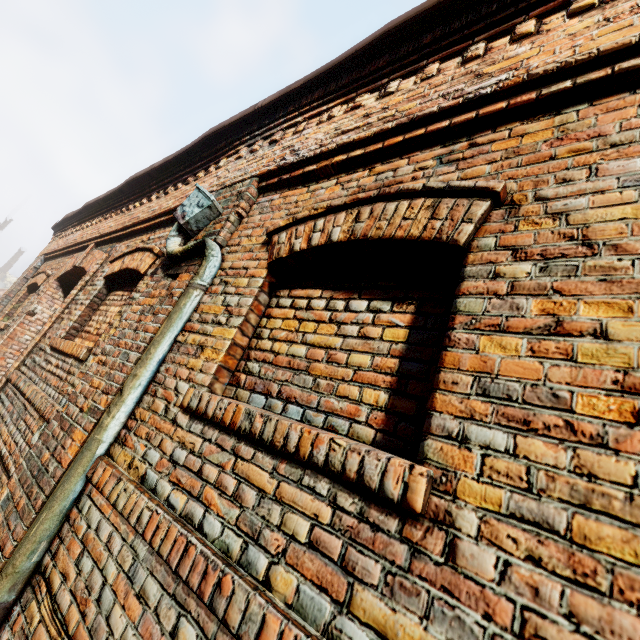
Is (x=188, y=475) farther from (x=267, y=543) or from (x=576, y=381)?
(x=576, y=381)
